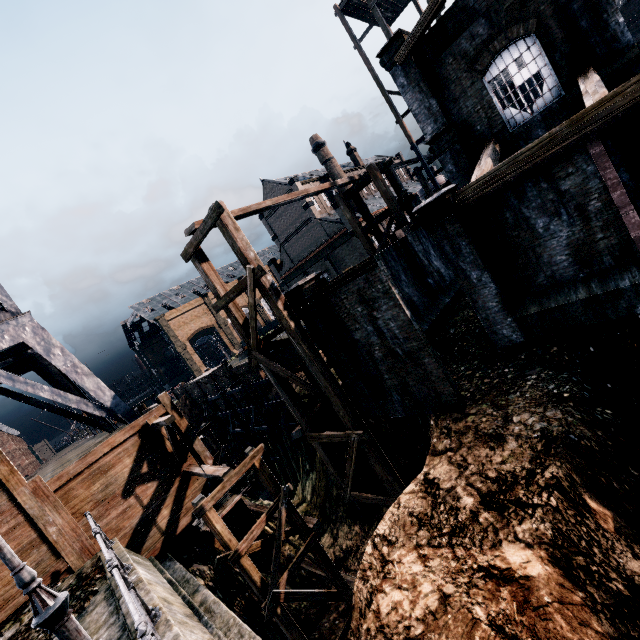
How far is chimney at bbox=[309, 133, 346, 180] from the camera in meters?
51.0 m

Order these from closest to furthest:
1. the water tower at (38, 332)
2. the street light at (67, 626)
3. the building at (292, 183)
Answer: the street light at (67, 626)
the water tower at (38, 332)
the building at (292, 183)

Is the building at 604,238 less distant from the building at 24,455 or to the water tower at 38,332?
the water tower at 38,332

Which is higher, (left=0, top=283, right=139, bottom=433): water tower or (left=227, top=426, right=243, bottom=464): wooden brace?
(left=0, top=283, right=139, bottom=433): water tower

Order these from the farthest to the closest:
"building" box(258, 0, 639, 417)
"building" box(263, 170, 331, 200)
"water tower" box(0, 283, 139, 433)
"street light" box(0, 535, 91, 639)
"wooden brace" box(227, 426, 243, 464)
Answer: "building" box(263, 170, 331, 200), "wooden brace" box(227, 426, 243, 464), "water tower" box(0, 283, 139, 433), "building" box(258, 0, 639, 417), "street light" box(0, 535, 91, 639)

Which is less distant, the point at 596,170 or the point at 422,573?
the point at 422,573

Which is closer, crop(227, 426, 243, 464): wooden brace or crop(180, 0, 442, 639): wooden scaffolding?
crop(180, 0, 442, 639): wooden scaffolding

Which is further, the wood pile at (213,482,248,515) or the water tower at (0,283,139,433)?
the water tower at (0,283,139,433)
